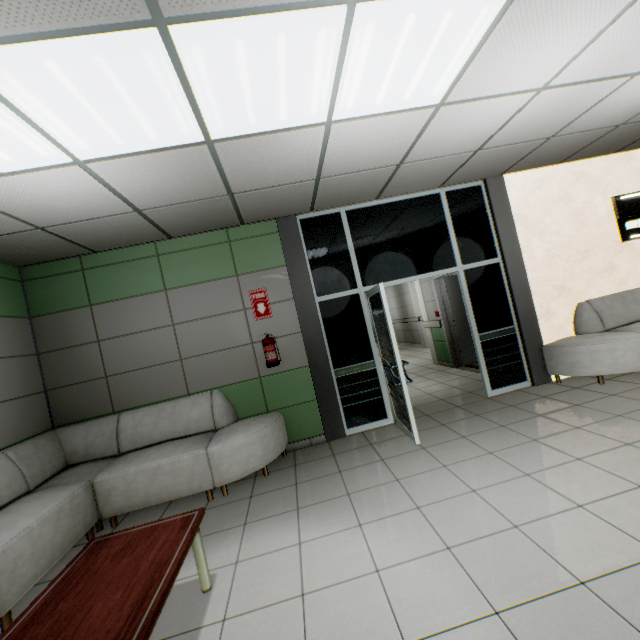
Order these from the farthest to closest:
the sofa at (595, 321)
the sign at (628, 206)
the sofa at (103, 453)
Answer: the sign at (628, 206) → the sofa at (595, 321) → the sofa at (103, 453)

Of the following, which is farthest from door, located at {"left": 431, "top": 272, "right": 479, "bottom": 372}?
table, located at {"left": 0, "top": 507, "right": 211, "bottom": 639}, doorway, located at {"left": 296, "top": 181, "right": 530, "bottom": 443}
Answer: table, located at {"left": 0, "top": 507, "right": 211, "bottom": 639}

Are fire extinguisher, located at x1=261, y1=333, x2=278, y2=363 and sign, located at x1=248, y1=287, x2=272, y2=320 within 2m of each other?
yes

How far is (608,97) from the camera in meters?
3.3

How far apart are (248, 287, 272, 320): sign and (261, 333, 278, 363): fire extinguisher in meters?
0.2

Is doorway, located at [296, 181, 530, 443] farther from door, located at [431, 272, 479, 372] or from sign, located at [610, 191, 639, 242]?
sign, located at [610, 191, 639, 242]

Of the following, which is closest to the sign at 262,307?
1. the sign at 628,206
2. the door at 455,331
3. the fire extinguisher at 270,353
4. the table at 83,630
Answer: the fire extinguisher at 270,353

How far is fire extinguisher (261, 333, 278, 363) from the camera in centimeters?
440cm
